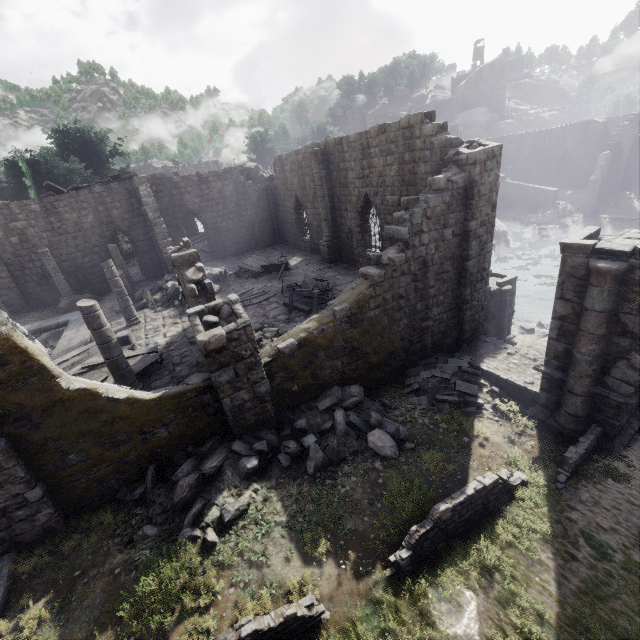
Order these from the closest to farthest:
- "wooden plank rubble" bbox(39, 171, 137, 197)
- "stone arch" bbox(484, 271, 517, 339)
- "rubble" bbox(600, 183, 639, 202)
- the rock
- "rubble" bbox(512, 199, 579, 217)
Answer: "stone arch" bbox(484, 271, 517, 339), the rock, "wooden plank rubble" bbox(39, 171, 137, 197), "rubble" bbox(600, 183, 639, 202), "rubble" bbox(512, 199, 579, 217)

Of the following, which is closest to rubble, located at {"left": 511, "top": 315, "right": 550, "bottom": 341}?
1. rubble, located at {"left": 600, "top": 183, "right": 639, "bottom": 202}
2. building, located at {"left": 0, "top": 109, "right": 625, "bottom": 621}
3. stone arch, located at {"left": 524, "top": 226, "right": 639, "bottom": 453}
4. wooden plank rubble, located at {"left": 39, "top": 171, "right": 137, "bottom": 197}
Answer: stone arch, located at {"left": 524, "top": 226, "right": 639, "bottom": 453}

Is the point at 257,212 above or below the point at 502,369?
above

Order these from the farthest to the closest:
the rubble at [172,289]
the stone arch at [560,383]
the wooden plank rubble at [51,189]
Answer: the wooden plank rubble at [51,189]
the rubble at [172,289]
the stone arch at [560,383]

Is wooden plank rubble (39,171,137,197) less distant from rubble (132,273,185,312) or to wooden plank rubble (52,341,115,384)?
rubble (132,273,185,312)

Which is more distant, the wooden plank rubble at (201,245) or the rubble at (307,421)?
the wooden plank rubble at (201,245)

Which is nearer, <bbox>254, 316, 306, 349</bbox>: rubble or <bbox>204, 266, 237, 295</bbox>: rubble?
<bbox>254, 316, 306, 349</bbox>: rubble

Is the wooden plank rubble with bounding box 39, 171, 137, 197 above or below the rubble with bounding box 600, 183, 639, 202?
above
